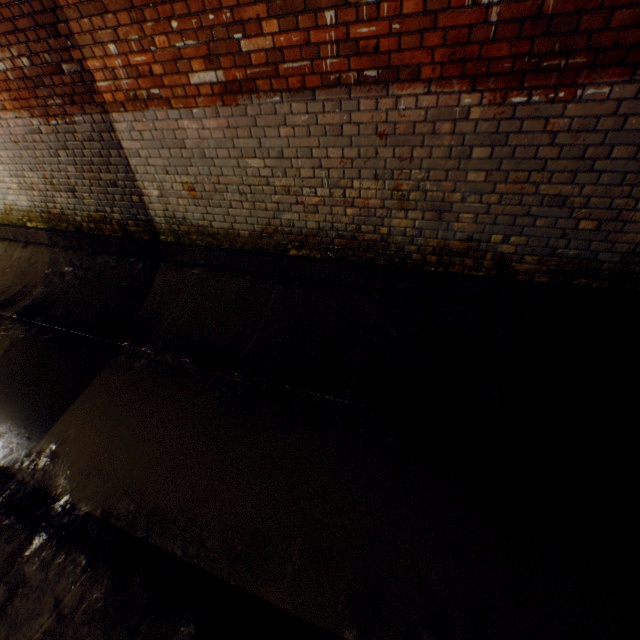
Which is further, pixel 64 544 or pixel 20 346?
pixel 20 346
